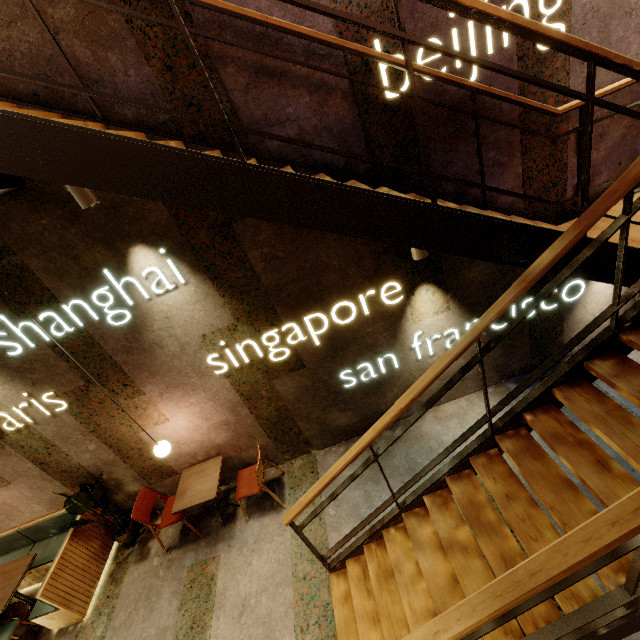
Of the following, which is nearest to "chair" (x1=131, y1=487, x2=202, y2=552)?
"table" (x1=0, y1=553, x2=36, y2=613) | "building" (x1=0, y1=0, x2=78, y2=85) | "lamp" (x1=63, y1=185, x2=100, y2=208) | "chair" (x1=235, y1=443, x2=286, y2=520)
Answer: "building" (x1=0, y1=0, x2=78, y2=85)

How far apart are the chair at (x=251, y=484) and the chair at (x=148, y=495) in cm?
72

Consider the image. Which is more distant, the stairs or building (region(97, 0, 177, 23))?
building (region(97, 0, 177, 23))

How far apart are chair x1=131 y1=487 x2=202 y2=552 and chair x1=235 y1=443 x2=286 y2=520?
0.72m

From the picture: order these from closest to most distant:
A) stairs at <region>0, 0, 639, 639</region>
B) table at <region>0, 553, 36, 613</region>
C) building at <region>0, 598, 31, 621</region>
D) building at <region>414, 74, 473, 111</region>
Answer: stairs at <region>0, 0, 639, 639</region> < building at <region>414, 74, 473, 111</region> < table at <region>0, 553, 36, 613</region> < building at <region>0, 598, 31, 621</region>

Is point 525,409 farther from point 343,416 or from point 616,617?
point 343,416

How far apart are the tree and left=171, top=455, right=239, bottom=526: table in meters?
0.9 m

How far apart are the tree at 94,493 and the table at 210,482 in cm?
95
